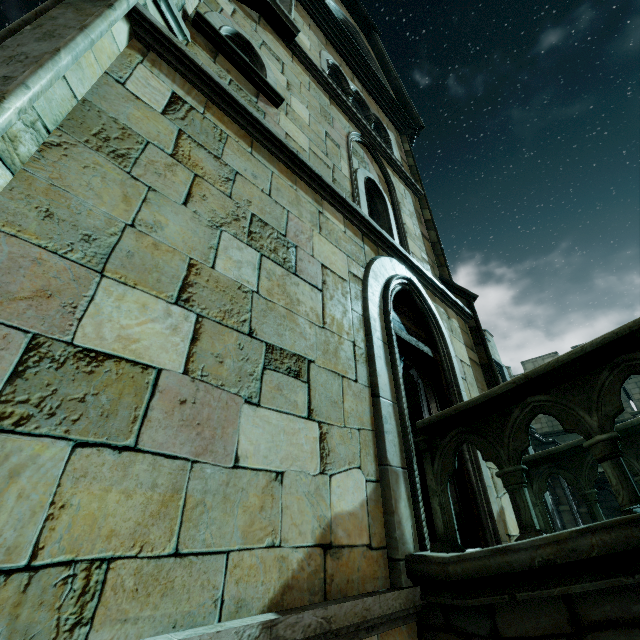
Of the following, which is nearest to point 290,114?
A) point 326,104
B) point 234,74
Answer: point 234,74

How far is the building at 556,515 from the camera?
9.9m

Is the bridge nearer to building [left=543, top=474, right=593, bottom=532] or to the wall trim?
building [left=543, top=474, right=593, bottom=532]

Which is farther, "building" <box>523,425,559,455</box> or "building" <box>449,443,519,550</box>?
"building" <box>523,425,559,455</box>

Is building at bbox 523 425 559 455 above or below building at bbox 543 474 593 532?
above

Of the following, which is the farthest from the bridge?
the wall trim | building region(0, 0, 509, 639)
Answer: the wall trim

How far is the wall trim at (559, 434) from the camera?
16.5 meters

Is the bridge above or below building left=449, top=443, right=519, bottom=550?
below
